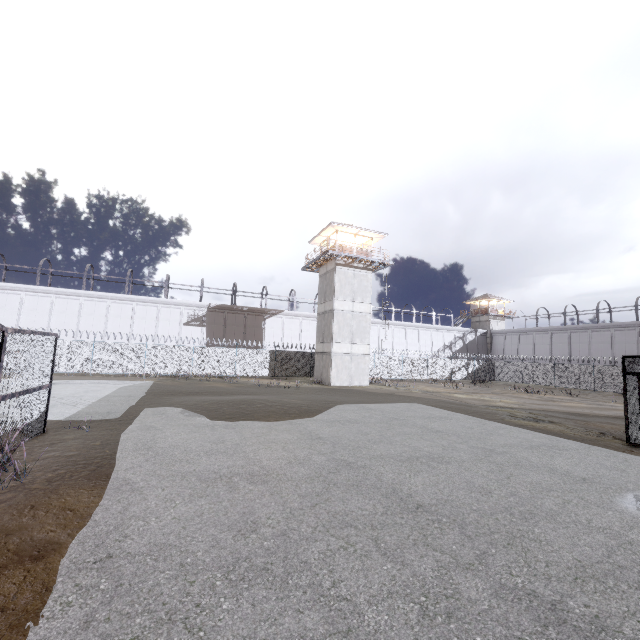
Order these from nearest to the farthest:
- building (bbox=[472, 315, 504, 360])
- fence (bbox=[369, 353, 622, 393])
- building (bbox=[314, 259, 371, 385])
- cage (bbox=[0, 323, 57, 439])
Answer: cage (bbox=[0, 323, 57, 439]) < building (bbox=[314, 259, 371, 385]) < fence (bbox=[369, 353, 622, 393]) < building (bbox=[472, 315, 504, 360])

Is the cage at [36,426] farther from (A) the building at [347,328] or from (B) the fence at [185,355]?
(A) the building at [347,328]

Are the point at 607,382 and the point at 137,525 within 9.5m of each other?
no

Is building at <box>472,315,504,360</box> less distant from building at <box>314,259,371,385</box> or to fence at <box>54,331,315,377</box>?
fence at <box>54,331,315,377</box>

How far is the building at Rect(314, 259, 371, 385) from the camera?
29.64m

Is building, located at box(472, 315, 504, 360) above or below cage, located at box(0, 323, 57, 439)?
above

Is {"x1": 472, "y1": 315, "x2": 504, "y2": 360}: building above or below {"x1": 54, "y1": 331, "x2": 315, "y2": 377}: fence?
above
